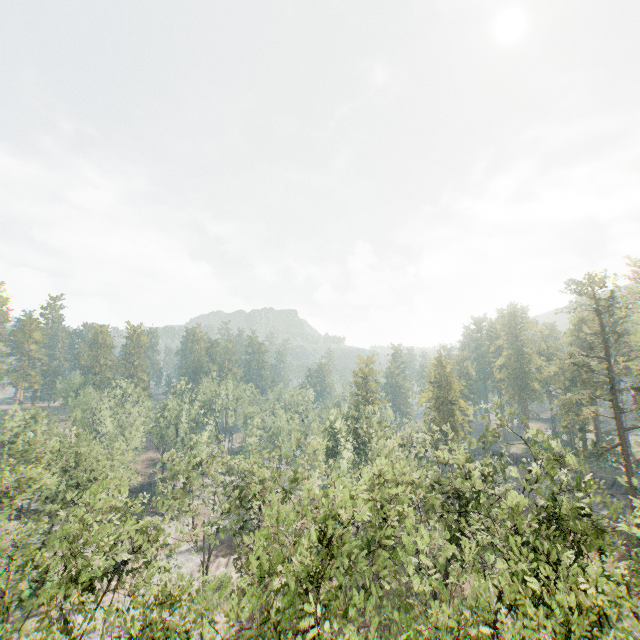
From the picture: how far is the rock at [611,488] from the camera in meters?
45.0

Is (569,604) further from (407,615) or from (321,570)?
(321,570)

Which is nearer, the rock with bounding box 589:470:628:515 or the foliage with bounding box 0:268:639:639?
the foliage with bounding box 0:268:639:639

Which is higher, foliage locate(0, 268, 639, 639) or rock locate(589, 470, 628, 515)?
foliage locate(0, 268, 639, 639)

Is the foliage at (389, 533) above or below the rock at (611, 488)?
above

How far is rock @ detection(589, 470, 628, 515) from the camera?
45.0m
